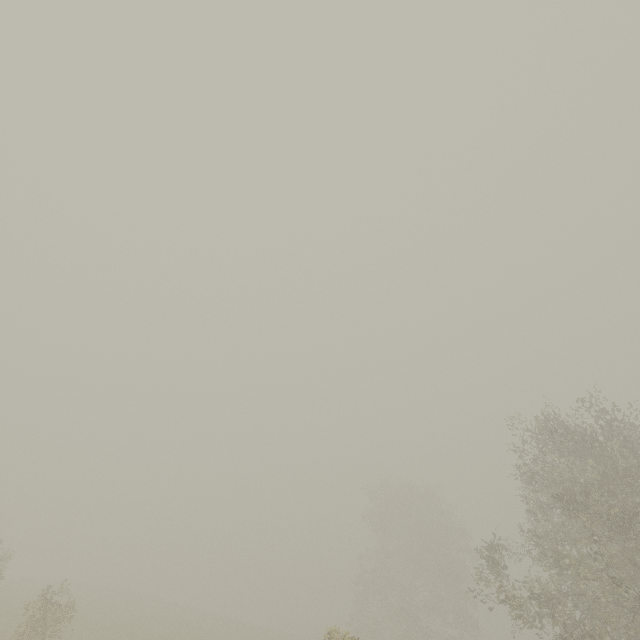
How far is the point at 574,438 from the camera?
12.4m
